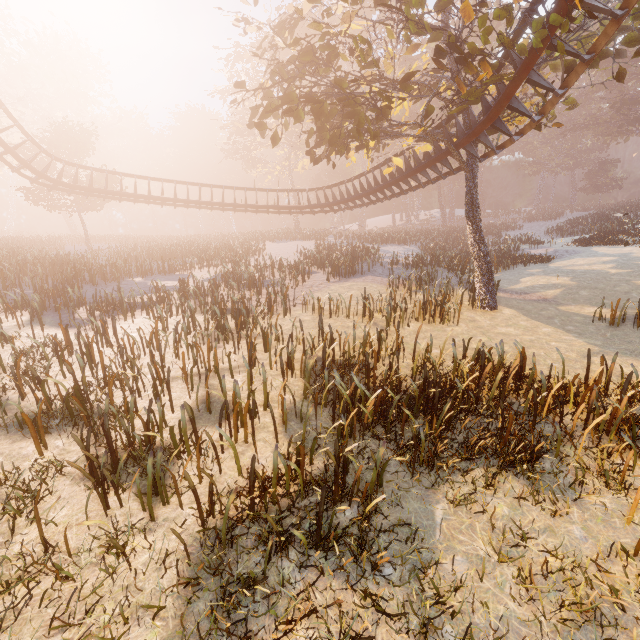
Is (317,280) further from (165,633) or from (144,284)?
(165,633)

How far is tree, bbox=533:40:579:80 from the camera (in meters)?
7.66

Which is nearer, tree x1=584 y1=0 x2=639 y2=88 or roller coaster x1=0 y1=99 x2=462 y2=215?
tree x1=584 y1=0 x2=639 y2=88

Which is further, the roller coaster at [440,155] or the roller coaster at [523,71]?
the roller coaster at [440,155]

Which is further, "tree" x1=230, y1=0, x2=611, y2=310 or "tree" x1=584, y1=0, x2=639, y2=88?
"tree" x1=584, y1=0, x2=639, y2=88

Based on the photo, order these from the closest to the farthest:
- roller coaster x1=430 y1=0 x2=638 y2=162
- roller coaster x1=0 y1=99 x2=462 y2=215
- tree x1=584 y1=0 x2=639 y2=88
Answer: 1. roller coaster x1=430 y1=0 x2=638 y2=162
2. tree x1=584 y1=0 x2=639 y2=88
3. roller coaster x1=0 y1=99 x2=462 y2=215

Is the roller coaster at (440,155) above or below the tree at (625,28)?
below
